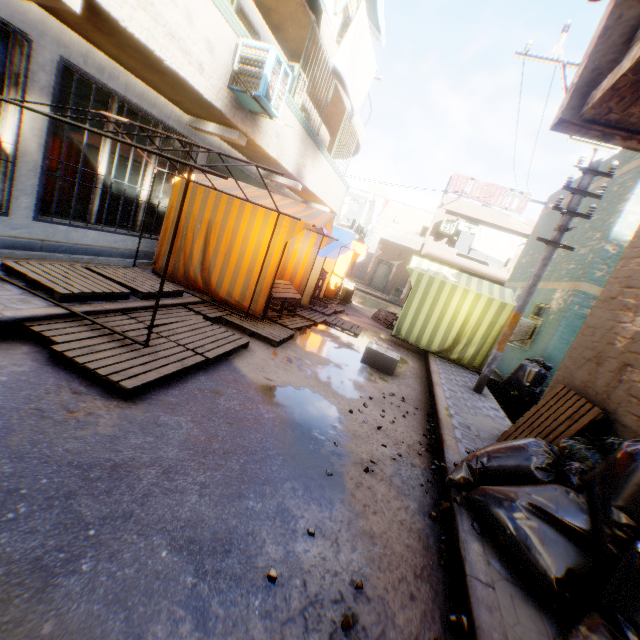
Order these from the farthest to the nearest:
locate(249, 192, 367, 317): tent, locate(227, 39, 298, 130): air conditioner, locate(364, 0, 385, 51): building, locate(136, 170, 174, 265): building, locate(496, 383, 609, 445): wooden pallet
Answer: locate(364, 0, 385, 51): building, locate(136, 170, 174, 265): building, locate(249, 192, 367, 317): tent, locate(227, 39, 298, 130): air conditioner, locate(496, 383, 609, 445): wooden pallet

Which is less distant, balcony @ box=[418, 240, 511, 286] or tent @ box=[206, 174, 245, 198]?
tent @ box=[206, 174, 245, 198]

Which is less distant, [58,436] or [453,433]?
[58,436]

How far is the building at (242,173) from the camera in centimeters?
907cm

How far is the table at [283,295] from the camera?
6.74m

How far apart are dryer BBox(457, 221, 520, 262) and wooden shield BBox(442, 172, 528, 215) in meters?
0.5

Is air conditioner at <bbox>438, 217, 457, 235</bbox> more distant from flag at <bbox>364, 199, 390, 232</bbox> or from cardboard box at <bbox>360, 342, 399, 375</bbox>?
cardboard box at <bbox>360, 342, 399, 375</bbox>

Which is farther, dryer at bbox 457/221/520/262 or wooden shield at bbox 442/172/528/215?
wooden shield at bbox 442/172/528/215
